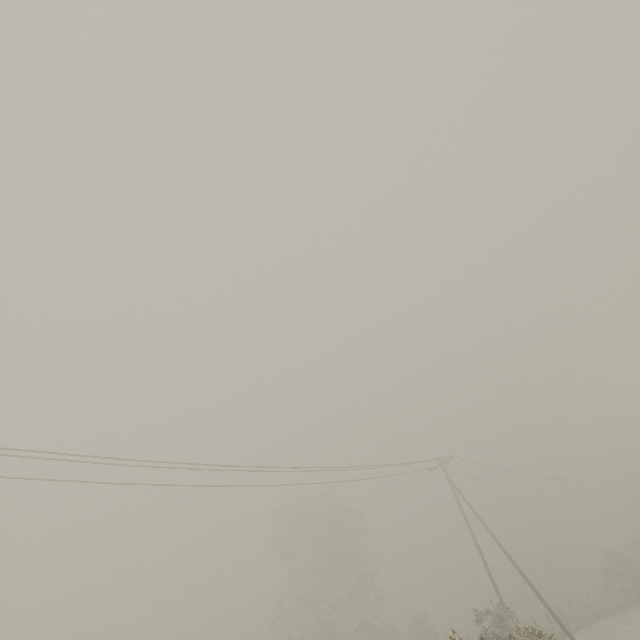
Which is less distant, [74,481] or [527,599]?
[74,481]
